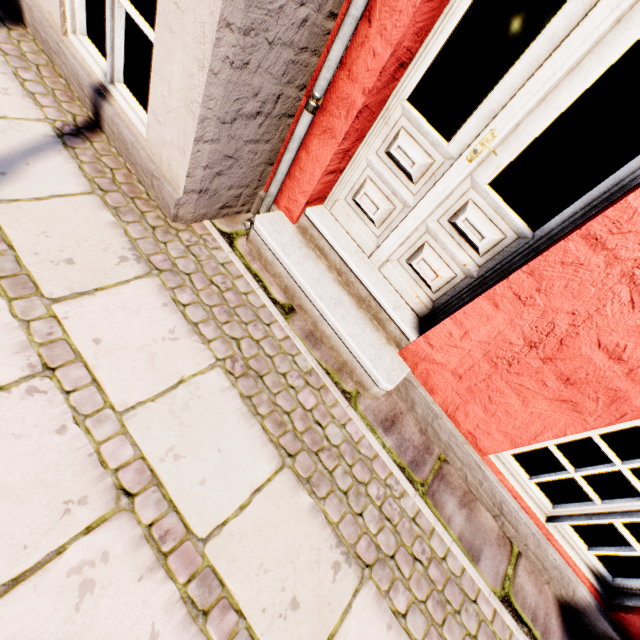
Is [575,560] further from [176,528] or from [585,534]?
[176,528]
